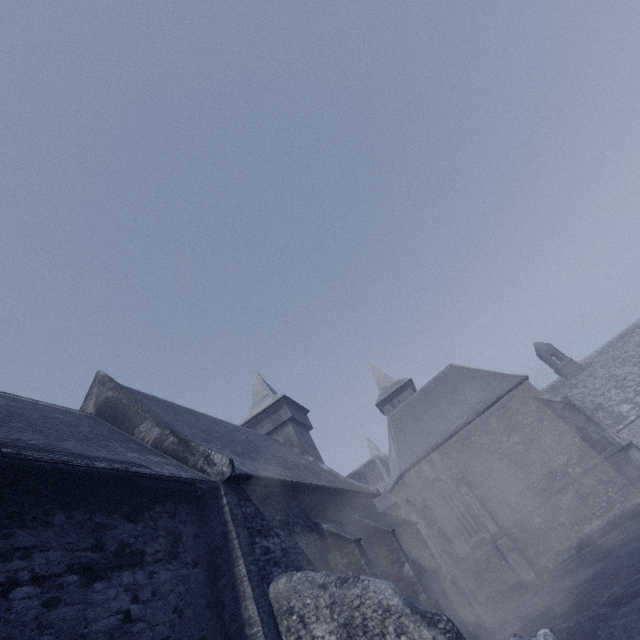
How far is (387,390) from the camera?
32.5 meters
